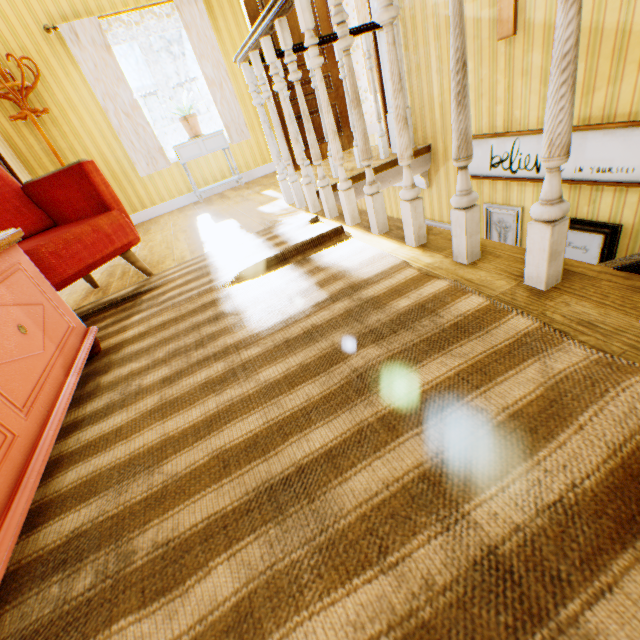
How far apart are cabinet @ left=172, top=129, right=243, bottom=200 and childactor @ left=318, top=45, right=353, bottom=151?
0.8m

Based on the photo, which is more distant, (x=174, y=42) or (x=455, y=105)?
(x=174, y=42)

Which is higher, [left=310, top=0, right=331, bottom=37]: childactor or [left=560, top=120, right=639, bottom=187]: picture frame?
[left=310, top=0, right=331, bottom=37]: childactor

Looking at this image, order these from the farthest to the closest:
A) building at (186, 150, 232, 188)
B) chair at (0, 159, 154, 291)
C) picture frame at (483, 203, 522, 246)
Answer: building at (186, 150, 232, 188), picture frame at (483, 203, 522, 246), chair at (0, 159, 154, 291)

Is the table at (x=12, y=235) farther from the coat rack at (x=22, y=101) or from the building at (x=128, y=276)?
the coat rack at (x=22, y=101)

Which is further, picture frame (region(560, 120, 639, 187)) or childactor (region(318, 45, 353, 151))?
childactor (region(318, 45, 353, 151))

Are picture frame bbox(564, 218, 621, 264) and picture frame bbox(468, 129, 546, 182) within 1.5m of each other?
yes

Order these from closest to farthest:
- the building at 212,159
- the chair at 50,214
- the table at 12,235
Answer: the table at 12,235 < the chair at 50,214 < the building at 212,159
